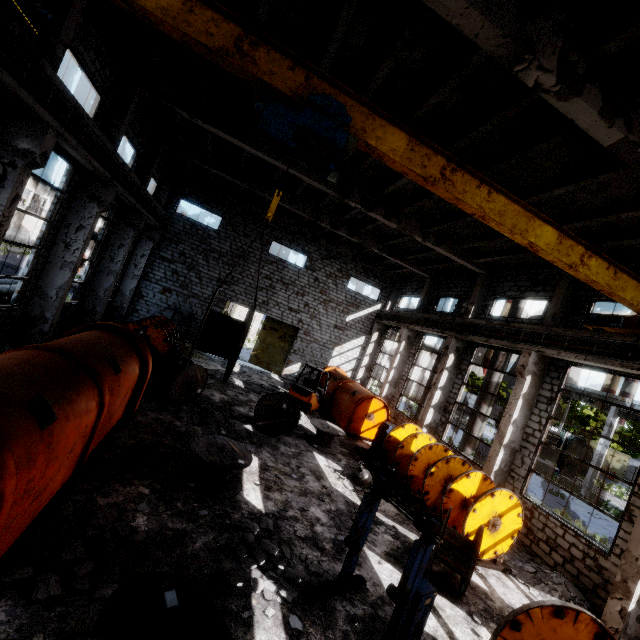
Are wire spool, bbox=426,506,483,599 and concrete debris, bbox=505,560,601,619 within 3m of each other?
yes

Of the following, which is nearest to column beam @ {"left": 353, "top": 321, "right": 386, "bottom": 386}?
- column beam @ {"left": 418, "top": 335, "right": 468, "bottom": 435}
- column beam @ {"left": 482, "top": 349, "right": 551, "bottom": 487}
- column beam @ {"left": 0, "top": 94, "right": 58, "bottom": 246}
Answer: column beam @ {"left": 418, "top": 335, "right": 468, "bottom": 435}

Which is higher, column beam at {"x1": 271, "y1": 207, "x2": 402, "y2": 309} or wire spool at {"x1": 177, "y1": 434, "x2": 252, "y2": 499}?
column beam at {"x1": 271, "y1": 207, "x2": 402, "y2": 309}

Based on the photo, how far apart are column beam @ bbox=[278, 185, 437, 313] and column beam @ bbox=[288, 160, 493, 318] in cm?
412

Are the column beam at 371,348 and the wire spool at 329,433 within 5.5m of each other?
no

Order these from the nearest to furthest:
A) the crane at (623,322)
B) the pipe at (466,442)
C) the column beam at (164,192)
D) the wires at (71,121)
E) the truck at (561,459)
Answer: the wires at (71,121) < the crane at (623,322) < the pipe at (466,442) < the column beam at (164,192) < the truck at (561,459)

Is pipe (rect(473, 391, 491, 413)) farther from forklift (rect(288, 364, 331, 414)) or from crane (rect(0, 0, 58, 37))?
forklift (rect(288, 364, 331, 414))

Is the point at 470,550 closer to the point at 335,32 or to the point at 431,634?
the point at 431,634
